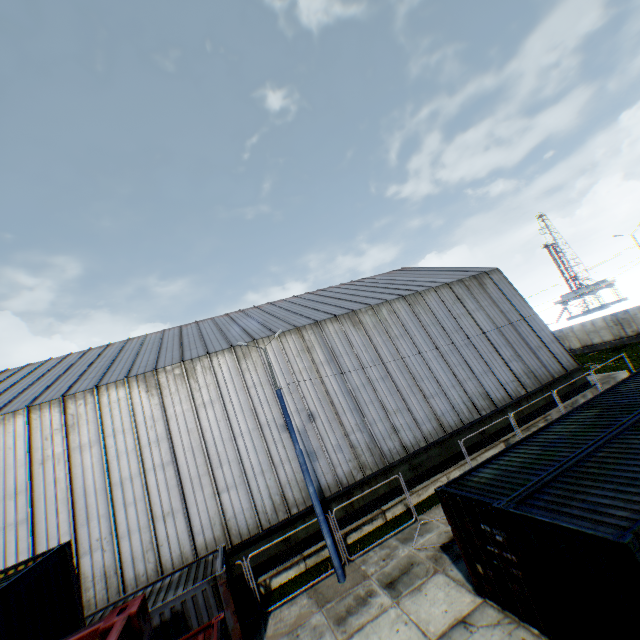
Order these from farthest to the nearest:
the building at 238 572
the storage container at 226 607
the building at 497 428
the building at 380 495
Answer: the building at 497 428 < the building at 380 495 < the building at 238 572 < the storage container at 226 607

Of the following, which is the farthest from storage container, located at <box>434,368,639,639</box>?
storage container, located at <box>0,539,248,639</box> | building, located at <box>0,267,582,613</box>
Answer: building, located at <box>0,267,582,613</box>

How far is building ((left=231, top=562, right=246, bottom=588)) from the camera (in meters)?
14.00

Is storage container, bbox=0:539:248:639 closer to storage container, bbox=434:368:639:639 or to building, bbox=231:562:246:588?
storage container, bbox=434:368:639:639

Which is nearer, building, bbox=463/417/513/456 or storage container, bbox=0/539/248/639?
storage container, bbox=0/539/248/639

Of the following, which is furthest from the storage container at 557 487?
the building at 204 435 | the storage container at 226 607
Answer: the building at 204 435

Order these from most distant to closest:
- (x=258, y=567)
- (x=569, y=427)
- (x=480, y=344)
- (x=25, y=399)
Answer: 1. (x=480, y=344)
2. (x=25, y=399)
3. (x=258, y=567)
4. (x=569, y=427)
